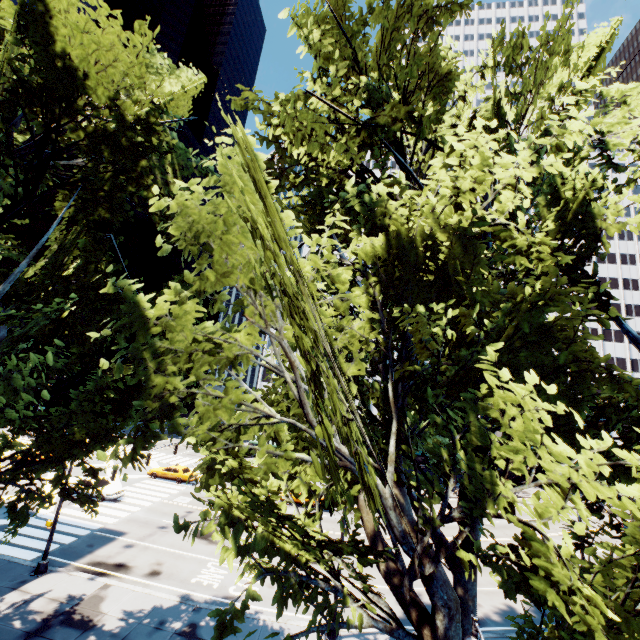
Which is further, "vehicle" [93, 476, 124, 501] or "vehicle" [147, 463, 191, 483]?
"vehicle" [147, 463, 191, 483]

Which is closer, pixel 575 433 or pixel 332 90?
pixel 575 433

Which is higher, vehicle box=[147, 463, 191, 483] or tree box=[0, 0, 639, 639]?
tree box=[0, 0, 639, 639]

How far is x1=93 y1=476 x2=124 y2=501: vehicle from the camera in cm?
2672

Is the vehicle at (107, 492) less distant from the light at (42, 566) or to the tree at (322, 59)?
the light at (42, 566)

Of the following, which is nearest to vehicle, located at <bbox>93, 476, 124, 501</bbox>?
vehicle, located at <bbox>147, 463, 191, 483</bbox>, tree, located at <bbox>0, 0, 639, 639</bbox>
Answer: vehicle, located at <bbox>147, 463, 191, 483</bbox>

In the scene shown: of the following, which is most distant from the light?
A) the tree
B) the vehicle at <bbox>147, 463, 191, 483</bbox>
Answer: the vehicle at <bbox>147, 463, 191, 483</bbox>

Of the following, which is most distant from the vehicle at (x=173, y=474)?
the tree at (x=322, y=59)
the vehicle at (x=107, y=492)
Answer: the tree at (x=322, y=59)
